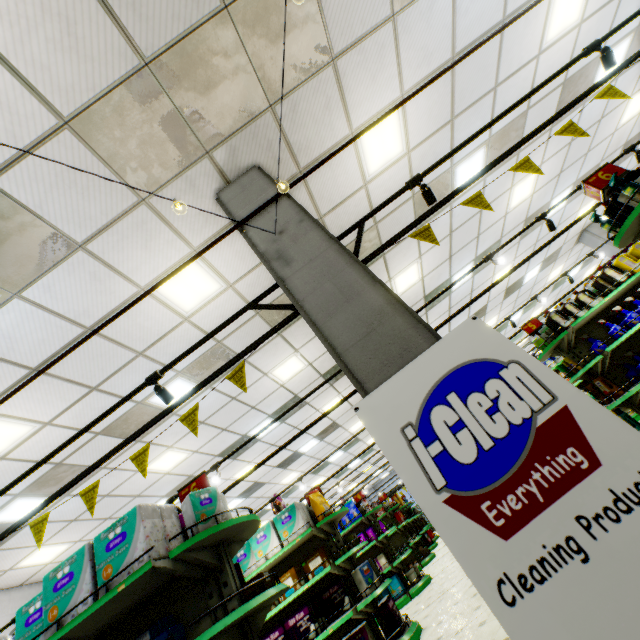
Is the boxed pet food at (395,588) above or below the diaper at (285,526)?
below

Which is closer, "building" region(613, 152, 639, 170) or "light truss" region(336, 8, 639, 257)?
"light truss" region(336, 8, 639, 257)

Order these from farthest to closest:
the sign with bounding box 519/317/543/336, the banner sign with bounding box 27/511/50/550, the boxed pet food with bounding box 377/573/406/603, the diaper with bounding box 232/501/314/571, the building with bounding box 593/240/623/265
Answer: the building with bounding box 593/240/623/265, the boxed pet food with bounding box 377/573/406/603, the sign with bounding box 519/317/543/336, the diaper with bounding box 232/501/314/571, the banner sign with bounding box 27/511/50/550

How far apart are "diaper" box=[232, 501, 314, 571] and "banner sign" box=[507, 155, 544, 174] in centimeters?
467cm

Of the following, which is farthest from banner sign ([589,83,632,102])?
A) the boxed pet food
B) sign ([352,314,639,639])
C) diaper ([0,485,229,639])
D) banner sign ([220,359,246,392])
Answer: the boxed pet food

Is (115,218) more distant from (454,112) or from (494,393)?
(454,112)

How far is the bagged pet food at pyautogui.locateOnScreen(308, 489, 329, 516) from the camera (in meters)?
5.56

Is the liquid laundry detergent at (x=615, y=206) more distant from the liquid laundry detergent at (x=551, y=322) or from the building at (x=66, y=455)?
the liquid laundry detergent at (x=551, y=322)
